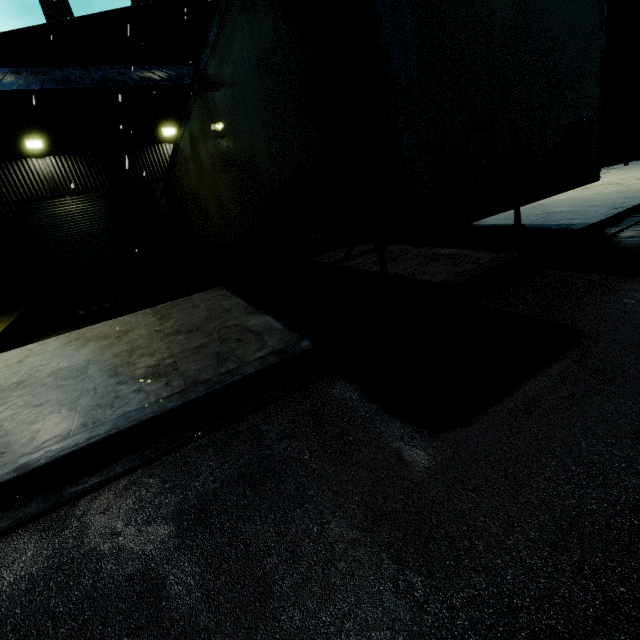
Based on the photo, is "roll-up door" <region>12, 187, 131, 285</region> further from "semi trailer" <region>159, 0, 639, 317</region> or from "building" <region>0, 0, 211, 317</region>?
"semi trailer" <region>159, 0, 639, 317</region>

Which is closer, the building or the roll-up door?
the building

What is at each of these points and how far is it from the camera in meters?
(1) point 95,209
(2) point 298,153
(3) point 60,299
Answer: (1) roll-up door, 14.0 m
(2) semi trailer, 3.2 m
(3) building, 14.0 m

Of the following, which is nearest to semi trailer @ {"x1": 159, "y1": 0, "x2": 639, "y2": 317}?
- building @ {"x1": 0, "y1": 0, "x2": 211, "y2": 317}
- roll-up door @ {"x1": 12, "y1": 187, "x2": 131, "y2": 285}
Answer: building @ {"x1": 0, "y1": 0, "x2": 211, "y2": 317}

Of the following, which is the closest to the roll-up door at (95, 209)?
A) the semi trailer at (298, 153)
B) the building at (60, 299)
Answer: the building at (60, 299)

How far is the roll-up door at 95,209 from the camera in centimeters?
1313cm
